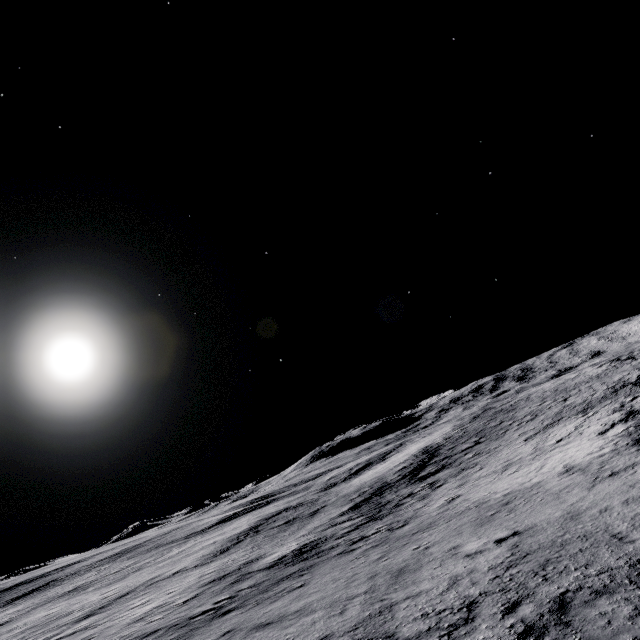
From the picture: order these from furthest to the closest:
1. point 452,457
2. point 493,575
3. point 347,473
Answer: point 347,473, point 452,457, point 493,575
